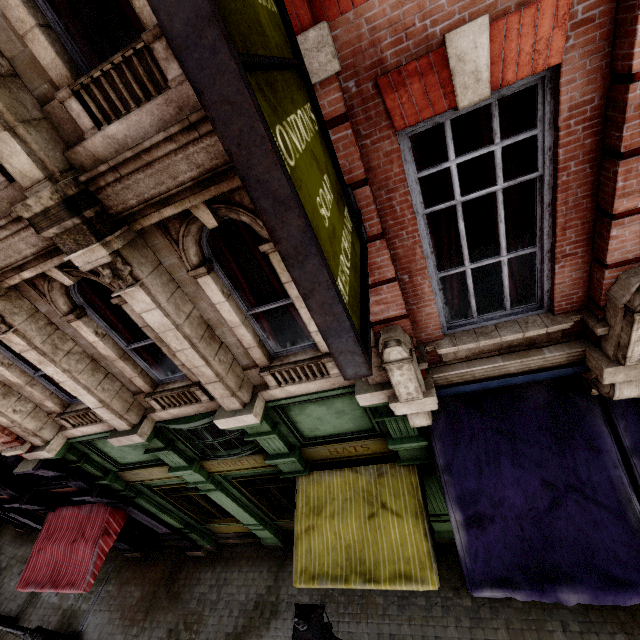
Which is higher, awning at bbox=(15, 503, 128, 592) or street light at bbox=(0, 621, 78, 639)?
awning at bbox=(15, 503, 128, 592)

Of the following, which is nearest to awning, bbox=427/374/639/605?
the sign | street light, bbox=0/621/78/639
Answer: the sign

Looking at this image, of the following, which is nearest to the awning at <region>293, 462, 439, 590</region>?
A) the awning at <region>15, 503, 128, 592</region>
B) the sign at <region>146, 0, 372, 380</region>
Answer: the sign at <region>146, 0, 372, 380</region>

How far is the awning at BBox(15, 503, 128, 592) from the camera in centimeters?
785cm

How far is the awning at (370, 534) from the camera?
5.3m

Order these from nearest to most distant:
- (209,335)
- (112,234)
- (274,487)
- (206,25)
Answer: (206,25)
(112,234)
(209,335)
(274,487)

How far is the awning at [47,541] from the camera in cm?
785

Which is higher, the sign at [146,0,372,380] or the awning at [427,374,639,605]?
the sign at [146,0,372,380]
